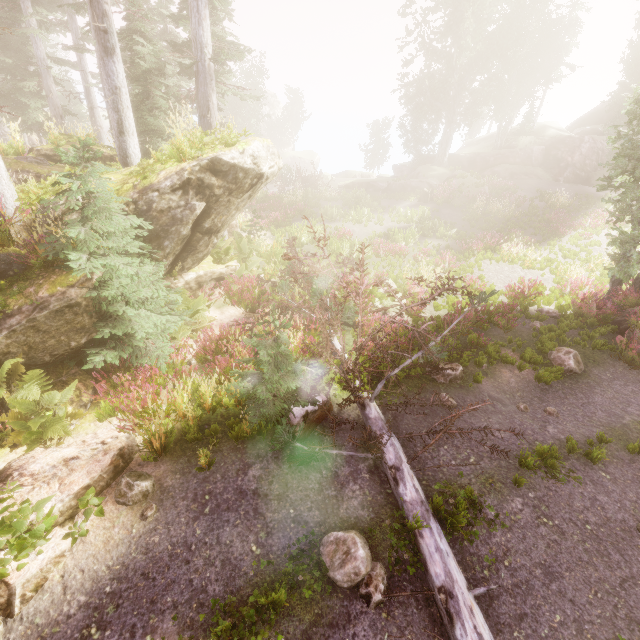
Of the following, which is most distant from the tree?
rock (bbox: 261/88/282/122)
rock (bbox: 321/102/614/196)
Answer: rock (bbox: 261/88/282/122)

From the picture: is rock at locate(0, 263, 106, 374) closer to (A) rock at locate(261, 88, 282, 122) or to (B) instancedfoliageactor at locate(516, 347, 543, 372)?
(B) instancedfoliageactor at locate(516, 347, 543, 372)

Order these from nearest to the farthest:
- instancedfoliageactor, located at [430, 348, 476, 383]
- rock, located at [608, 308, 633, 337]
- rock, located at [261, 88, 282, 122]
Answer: instancedfoliageactor, located at [430, 348, 476, 383] < rock, located at [608, 308, 633, 337] < rock, located at [261, 88, 282, 122]

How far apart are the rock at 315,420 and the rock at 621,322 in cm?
1085

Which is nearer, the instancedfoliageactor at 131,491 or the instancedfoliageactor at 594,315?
the instancedfoliageactor at 131,491

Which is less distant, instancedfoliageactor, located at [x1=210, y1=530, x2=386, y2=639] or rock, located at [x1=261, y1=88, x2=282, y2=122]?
instancedfoliageactor, located at [x1=210, y1=530, x2=386, y2=639]

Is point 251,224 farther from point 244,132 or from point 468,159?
point 468,159
